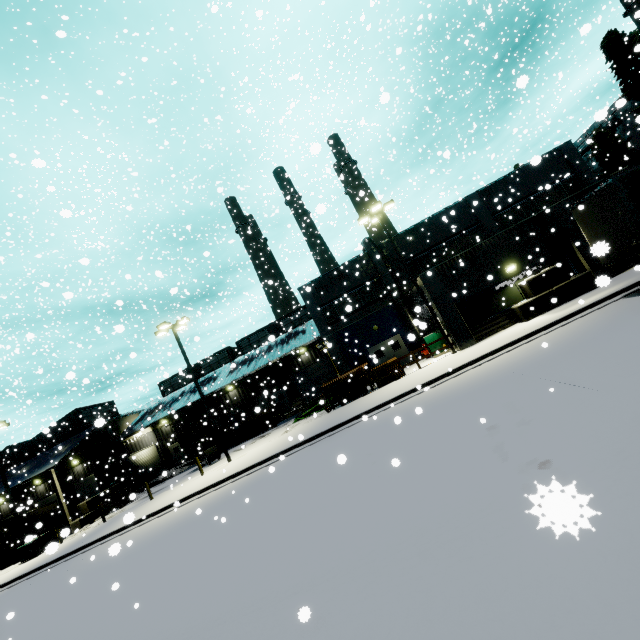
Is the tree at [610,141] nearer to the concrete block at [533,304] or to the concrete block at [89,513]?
the concrete block at [533,304]

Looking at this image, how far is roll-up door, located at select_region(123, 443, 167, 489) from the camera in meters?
33.0

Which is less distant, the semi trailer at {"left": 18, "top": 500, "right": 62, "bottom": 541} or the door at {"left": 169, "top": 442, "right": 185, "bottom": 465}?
the semi trailer at {"left": 18, "top": 500, "right": 62, "bottom": 541}

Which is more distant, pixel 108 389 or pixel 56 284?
pixel 108 389

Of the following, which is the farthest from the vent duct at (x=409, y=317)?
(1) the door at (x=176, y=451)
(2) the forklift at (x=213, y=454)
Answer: (1) the door at (x=176, y=451)

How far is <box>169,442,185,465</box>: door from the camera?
37.4 meters

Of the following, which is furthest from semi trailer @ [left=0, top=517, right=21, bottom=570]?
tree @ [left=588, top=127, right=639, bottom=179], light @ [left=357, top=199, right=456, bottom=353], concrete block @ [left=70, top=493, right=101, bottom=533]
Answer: tree @ [left=588, top=127, right=639, bottom=179]

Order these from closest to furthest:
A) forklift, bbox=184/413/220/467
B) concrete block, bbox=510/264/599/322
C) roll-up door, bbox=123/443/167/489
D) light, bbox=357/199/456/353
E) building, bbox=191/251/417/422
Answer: concrete block, bbox=510/264/599/322
light, bbox=357/199/456/353
forklift, bbox=184/413/220/467
building, bbox=191/251/417/422
roll-up door, bbox=123/443/167/489
